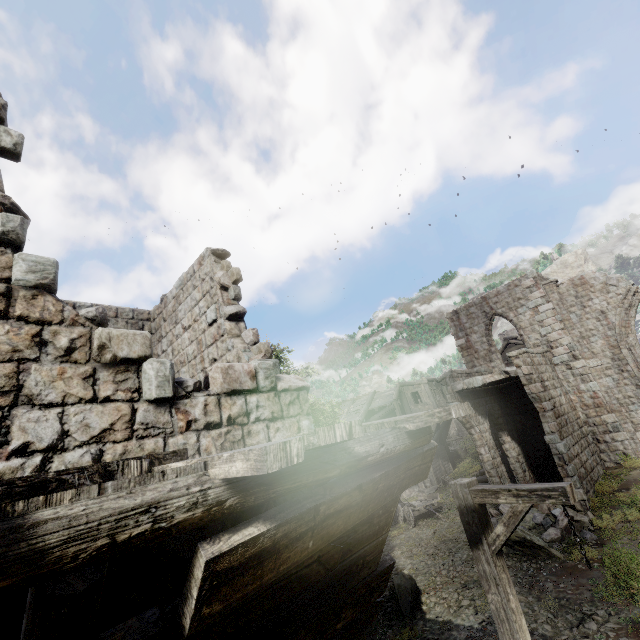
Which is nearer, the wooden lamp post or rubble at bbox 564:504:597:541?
the wooden lamp post

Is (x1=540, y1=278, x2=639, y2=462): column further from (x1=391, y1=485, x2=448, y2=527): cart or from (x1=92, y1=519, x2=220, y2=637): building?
(x1=391, y1=485, x2=448, y2=527): cart

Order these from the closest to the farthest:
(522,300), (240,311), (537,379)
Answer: (240,311) → (537,379) → (522,300)

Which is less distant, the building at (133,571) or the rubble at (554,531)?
the building at (133,571)

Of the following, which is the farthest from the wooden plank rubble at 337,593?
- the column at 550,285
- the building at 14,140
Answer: the column at 550,285

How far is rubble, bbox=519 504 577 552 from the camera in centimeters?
1098cm

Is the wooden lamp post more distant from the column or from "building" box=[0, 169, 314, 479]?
the column
